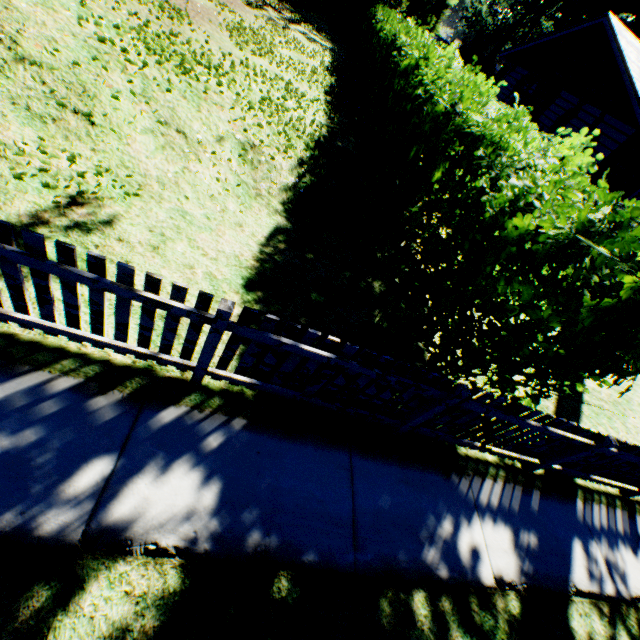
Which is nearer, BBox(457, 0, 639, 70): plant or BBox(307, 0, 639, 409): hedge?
BBox(307, 0, 639, 409): hedge

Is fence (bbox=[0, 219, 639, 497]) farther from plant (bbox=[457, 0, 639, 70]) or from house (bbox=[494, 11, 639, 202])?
plant (bbox=[457, 0, 639, 70])

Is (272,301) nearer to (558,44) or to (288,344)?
A: (288,344)

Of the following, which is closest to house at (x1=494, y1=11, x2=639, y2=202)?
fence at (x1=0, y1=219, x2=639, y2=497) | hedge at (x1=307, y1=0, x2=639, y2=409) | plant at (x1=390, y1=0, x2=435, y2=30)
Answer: hedge at (x1=307, y1=0, x2=639, y2=409)

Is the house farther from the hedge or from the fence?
the fence

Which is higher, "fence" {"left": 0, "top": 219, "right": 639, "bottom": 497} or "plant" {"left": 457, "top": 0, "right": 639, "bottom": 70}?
"plant" {"left": 457, "top": 0, "right": 639, "bottom": 70}

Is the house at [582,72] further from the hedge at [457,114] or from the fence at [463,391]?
the fence at [463,391]

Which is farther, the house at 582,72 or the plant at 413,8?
the plant at 413,8
